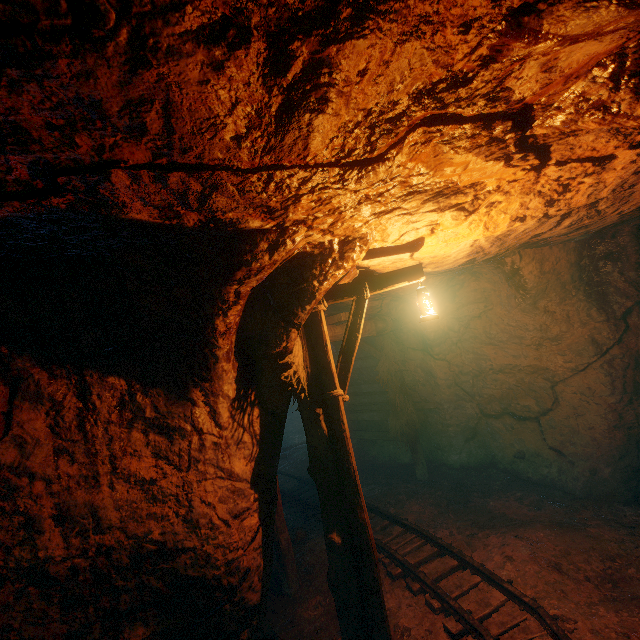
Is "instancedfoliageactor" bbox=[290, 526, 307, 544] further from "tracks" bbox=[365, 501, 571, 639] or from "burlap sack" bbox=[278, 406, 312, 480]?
"burlap sack" bbox=[278, 406, 312, 480]

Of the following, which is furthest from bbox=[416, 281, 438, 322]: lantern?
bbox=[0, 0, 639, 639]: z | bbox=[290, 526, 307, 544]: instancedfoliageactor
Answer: bbox=[290, 526, 307, 544]: instancedfoliageactor

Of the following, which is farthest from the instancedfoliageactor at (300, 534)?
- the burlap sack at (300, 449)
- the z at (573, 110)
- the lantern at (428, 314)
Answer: the lantern at (428, 314)

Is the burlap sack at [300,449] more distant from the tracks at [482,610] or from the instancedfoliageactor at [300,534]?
the instancedfoliageactor at [300,534]

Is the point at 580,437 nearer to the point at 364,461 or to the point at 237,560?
the point at 364,461

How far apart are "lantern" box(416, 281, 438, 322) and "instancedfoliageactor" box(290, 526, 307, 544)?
4.8m

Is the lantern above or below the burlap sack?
above

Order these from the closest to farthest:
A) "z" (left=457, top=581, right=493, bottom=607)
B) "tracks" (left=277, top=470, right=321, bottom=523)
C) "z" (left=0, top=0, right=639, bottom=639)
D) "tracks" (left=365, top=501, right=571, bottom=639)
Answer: →
1. "z" (left=0, top=0, right=639, bottom=639)
2. "tracks" (left=365, top=501, right=571, bottom=639)
3. "z" (left=457, top=581, right=493, bottom=607)
4. "tracks" (left=277, top=470, right=321, bottom=523)
